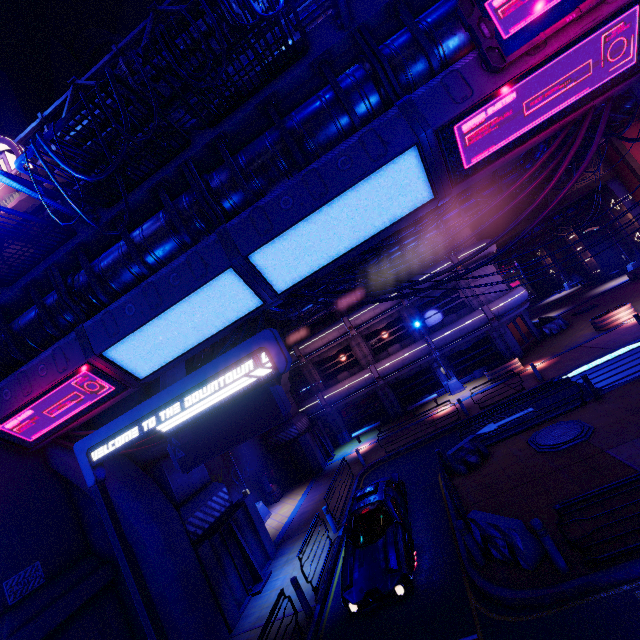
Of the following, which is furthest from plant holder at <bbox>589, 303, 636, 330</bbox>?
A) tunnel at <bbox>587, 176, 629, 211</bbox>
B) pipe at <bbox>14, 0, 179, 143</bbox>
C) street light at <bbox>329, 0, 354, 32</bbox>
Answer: street light at <bbox>329, 0, 354, 32</bbox>

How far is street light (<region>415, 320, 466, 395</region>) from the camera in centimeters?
2402cm

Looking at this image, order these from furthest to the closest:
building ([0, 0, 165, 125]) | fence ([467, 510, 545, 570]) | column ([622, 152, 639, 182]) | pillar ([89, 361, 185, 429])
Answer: building ([0, 0, 165, 125]), column ([622, 152, 639, 182]), pillar ([89, 361, 185, 429]), fence ([467, 510, 545, 570])

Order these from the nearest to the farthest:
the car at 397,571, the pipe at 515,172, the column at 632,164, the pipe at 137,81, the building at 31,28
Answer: the car at 397,571 < the pipe at 137,81 < the pipe at 515,172 < the column at 632,164 < the building at 31,28

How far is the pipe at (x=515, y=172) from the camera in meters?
17.6 m

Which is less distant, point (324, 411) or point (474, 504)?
point (474, 504)

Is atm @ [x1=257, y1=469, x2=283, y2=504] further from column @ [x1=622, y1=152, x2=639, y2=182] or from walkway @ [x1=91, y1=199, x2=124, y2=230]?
column @ [x1=622, y1=152, x2=639, y2=182]

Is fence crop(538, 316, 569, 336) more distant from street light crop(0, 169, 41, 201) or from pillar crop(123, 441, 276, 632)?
street light crop(0, 169, 41, 201)
